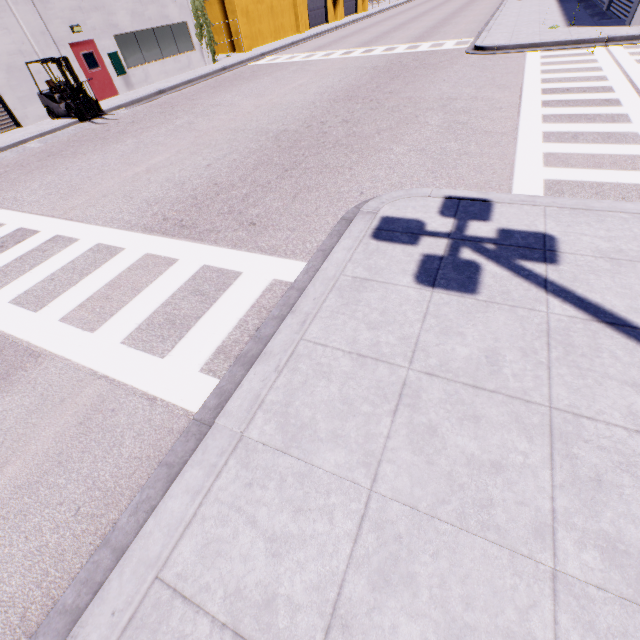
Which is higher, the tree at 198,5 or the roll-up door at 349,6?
the tree at 198,5

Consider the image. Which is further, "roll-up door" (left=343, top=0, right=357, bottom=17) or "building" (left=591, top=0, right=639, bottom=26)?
"roll-up door" (left=343, top=0, right=357, bottom=17)

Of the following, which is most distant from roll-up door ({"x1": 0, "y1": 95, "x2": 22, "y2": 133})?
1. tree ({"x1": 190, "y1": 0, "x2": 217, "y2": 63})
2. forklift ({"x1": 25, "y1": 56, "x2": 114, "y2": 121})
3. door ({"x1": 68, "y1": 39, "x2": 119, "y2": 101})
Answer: door ({"x1": 68, "y1": 39, "x2": 119, "y2": 101})

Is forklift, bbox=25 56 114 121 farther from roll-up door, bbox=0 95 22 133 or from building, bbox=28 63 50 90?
roll-up door, bbox=0 95 22 133

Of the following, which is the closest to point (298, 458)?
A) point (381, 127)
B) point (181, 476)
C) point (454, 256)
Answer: point (181, 476)

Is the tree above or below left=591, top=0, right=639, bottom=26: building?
above

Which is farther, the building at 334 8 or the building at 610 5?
the building at 334 8

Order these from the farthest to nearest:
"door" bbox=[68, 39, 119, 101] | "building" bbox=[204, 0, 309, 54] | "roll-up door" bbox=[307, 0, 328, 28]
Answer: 1. "roll-up door" bbox=[307, 0, 328, 28]
2. "building" bbox=[204, 0, 309, 54]
3. "door" bbox=[68, 39, 119, 101]
